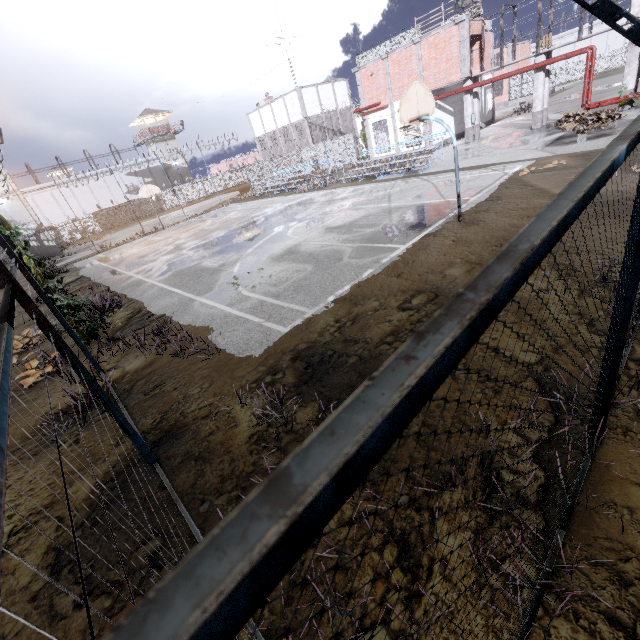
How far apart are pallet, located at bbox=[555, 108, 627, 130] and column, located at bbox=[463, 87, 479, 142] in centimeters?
581cm

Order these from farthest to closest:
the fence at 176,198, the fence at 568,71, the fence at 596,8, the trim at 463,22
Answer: the fence at 568,71 → the fence at 176,198 → the trim at 463,22 → the fence at 596,8

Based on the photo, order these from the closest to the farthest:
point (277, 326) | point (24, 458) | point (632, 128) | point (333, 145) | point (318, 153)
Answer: point (632, 128)
point (24, 458)
point (277, 326)
point (333, 145)
point (318, 153)

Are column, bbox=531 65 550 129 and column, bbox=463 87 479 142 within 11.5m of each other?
yes

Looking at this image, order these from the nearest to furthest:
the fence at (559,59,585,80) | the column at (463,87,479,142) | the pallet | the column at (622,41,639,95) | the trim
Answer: the pallet < the column at (622,41,639,95) < the trim < the column at (463,87,479,142) < the fence at (559,59,585,80)

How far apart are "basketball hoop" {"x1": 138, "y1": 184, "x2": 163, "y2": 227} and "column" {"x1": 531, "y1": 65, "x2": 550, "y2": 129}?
28.1m

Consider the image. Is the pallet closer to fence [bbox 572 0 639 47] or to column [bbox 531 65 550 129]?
column [bbox 531 65 550 129]

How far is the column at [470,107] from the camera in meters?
22.9
